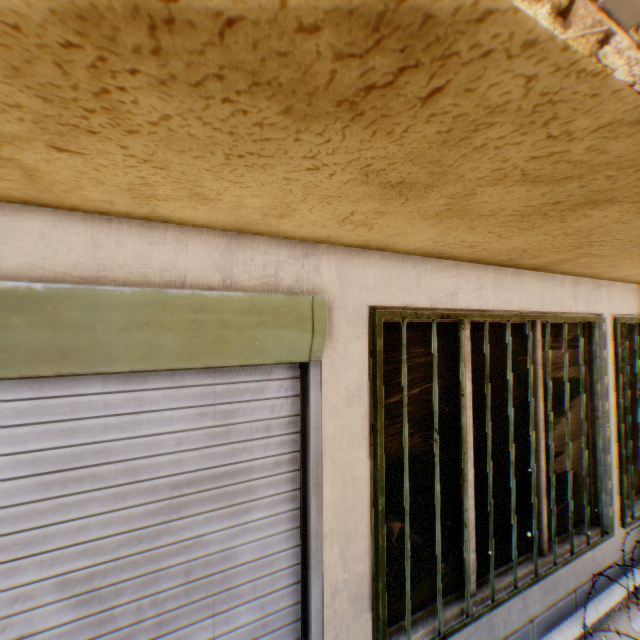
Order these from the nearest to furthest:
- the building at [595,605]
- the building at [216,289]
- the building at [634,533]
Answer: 1. the building at [216,289]
2. the building at [595,605]
3. the building at [634,533]

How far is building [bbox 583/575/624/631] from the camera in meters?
3.1

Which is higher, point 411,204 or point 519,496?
point 411,204

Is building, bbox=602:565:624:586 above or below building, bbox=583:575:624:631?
above

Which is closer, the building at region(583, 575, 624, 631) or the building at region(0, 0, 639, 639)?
the building at region(0, 0, 639, 639)

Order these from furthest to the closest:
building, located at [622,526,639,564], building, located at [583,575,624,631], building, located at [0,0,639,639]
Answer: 1. building, located at [622,526,639,564]
2. building, located at [583,575,624,631]
3. building, located at [0,0,639,639]

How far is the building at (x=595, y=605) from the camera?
3.1m
